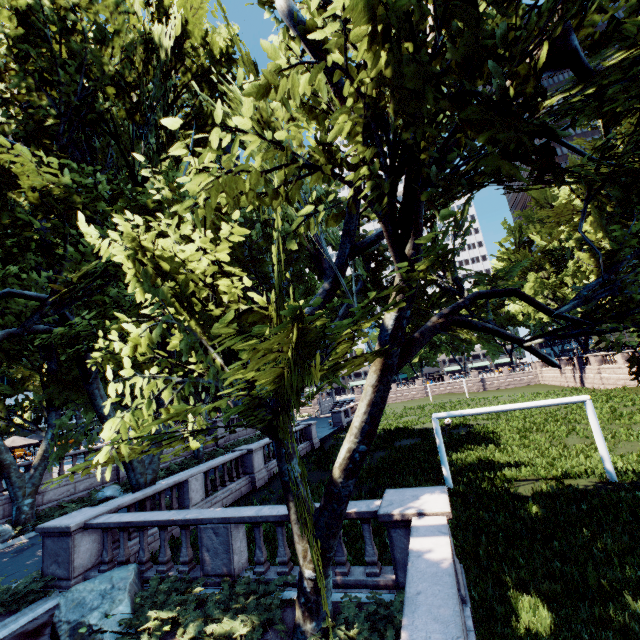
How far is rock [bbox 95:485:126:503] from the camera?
18.27m

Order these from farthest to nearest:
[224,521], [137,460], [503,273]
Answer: [137,460]
[503,273]
[224,521]

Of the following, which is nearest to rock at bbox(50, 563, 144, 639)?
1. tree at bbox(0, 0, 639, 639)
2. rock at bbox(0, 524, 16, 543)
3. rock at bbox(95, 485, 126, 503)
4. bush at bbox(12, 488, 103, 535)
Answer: tree at bbox(0, 0, 639, 639)

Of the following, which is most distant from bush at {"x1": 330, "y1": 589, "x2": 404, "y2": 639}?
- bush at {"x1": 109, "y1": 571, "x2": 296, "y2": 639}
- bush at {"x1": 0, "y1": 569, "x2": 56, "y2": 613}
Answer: bush at {"x1": 0, "y1": 569, "x2": 56, "y2": 613}

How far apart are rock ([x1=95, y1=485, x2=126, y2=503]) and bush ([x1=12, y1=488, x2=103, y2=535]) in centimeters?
92cm

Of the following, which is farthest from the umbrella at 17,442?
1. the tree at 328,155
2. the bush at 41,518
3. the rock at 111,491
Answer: the bush at 41,518

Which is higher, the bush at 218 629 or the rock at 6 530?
the rock at 6 530

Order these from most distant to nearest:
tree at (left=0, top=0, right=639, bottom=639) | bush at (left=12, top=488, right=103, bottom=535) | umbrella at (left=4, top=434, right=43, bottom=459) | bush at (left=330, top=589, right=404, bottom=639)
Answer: umbrella at (left=4, top=434, right=43, bottom=459), bush at (left=12, top=488, right=103, bottom=535), bush at (left=330, top=589, right=404, bottom=639), tree at (left=0, top=0, right=639, bottom=639)
